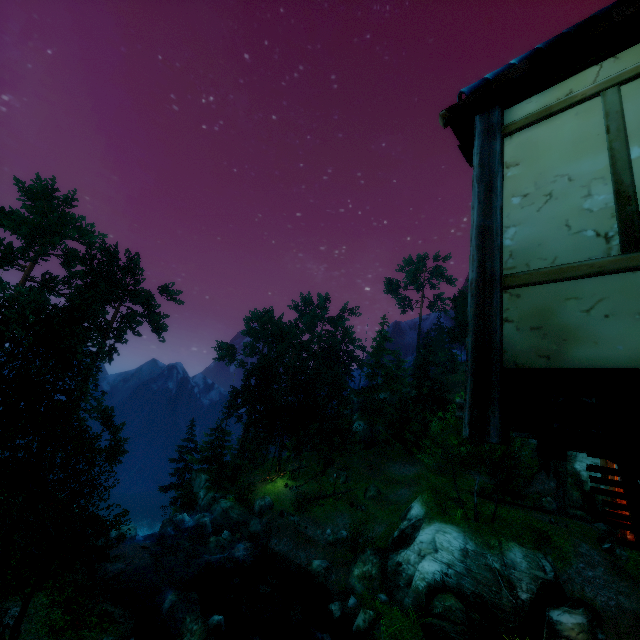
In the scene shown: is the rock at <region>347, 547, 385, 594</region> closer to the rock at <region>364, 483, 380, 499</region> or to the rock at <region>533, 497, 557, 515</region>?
the rock at <region>364, 483, 380, 499</region>

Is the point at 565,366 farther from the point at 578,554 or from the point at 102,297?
the point at 102,297

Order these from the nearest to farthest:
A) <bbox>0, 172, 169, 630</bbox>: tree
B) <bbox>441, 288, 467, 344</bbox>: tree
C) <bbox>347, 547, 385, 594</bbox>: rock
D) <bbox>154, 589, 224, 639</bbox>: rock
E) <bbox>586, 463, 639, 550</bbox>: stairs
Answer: <bbox>586, 463, 639, 550</bbox>: stairs → <bbox>0, 172, 169, 630</bbox>: tree → <bbox>154, 589, 224, 639</bbox>: rock → <bbox>347, 547, 385, 594</bbox>: rock → <bbox>441, 288, 467, 344</bbox>: tree

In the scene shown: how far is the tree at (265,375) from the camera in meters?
25.1 m

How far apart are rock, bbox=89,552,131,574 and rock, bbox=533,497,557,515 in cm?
3679

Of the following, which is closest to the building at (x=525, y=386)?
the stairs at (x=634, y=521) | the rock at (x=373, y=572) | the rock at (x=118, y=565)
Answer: the stairs at (x=634, y=521)

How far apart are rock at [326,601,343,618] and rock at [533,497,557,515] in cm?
2411

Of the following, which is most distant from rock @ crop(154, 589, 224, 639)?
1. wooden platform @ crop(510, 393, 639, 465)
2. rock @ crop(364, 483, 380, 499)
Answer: rock @ crop(364, 483, 380, 499)
